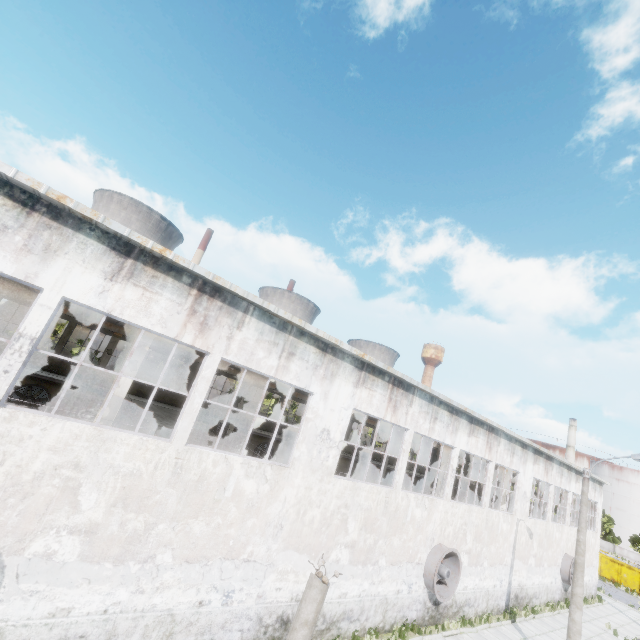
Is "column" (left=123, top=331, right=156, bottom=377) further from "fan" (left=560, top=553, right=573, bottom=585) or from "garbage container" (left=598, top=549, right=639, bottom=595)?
"garbage container" (left=598, top=549, right=639, bottom=595)

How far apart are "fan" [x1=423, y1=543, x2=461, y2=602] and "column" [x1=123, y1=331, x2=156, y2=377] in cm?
1432

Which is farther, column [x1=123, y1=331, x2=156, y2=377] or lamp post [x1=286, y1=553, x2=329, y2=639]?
column [x1=123, y1=331, x2=156, y2=377]

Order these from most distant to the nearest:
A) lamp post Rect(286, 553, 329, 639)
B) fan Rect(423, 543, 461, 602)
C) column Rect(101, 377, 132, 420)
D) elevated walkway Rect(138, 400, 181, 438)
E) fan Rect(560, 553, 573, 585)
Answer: fan Rect(560, 553, 573, 585), fan Rect(423, 543, 461, 602), elevated walkway Rect(138, 400, 181, 438), column Rect(101, 377, 132, 420), lamp post Rect(286, 553, 329, 639)

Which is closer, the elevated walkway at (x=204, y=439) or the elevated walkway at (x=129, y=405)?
the elevated walkway at (x=129, y=405)

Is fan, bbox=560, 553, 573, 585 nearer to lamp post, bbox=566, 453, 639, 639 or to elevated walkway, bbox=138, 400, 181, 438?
elevated walkway, bbox=138, 400, 181, 438

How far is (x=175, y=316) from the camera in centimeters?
891cm

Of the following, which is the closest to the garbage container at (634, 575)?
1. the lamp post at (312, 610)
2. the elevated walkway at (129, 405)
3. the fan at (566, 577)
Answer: the elevated walkway at (129, 405)
